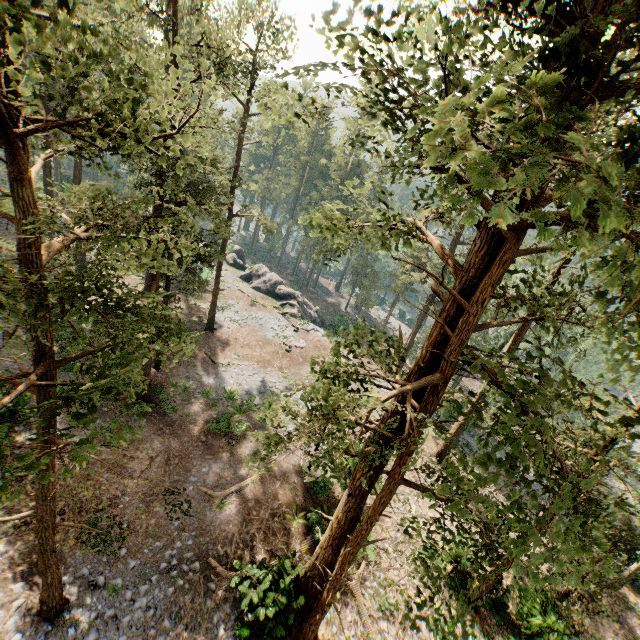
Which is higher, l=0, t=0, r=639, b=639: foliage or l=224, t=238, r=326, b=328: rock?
l=0, t=0, r=639, b=639: foliage

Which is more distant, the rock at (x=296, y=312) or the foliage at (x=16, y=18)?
the rock at (x=296, y=312)

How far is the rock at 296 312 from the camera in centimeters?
4321cm

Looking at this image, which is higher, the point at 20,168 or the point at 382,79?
the point at 382,79

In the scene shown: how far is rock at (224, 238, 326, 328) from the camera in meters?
43.2 m

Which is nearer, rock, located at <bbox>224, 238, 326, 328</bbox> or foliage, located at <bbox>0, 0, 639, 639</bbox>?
foliage, located at <bbox>0, 0, 639, 639</bbox>
